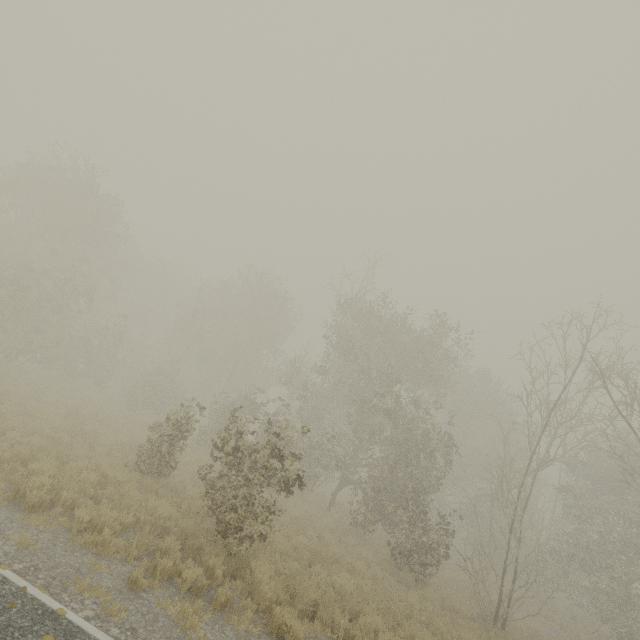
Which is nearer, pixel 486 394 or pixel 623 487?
pixel 623 487
